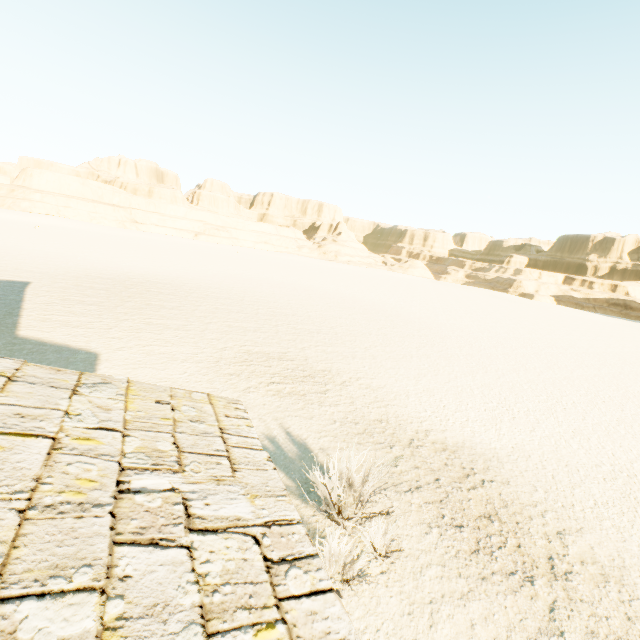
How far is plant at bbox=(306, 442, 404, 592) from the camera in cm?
494

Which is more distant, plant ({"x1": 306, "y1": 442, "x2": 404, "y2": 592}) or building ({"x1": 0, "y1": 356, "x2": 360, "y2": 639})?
plant ({"x1": 306, "y1": 442, "x2": 404, "y2": 592})

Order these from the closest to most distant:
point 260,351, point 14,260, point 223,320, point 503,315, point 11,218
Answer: point 260,351 → point 223,320 → point 14,260 → point 503,315 → point 11,218

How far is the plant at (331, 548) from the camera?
4.94m

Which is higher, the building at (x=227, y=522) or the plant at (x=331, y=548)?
the building at (x=227, y=522)

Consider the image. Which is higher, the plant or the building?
the building
